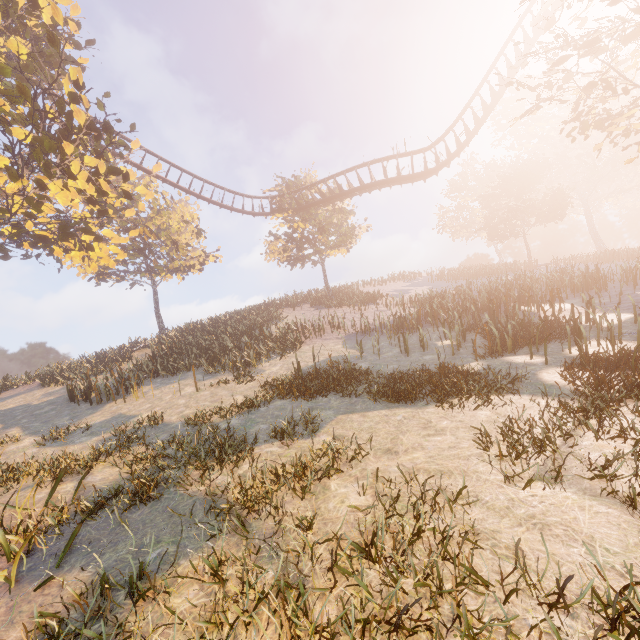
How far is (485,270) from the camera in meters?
37.0
